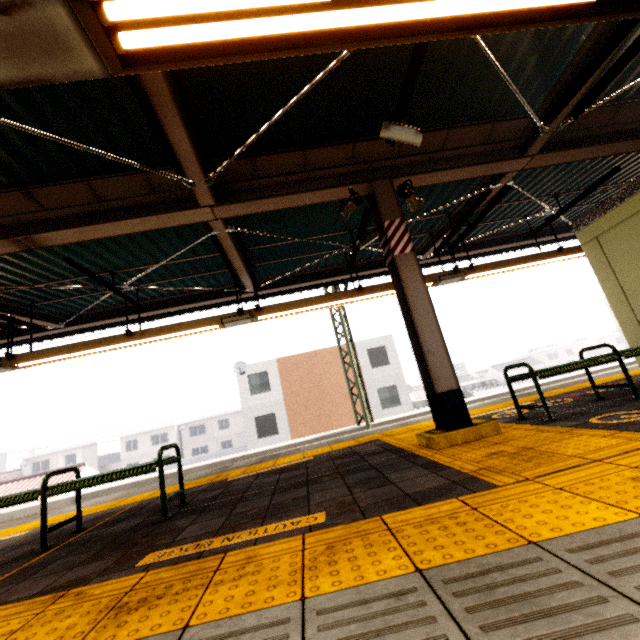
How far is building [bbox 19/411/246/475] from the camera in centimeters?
4316cm

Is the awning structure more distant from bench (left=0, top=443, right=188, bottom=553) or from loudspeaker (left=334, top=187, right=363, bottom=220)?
bench (left=0, top=443, right=188, bottom=553)

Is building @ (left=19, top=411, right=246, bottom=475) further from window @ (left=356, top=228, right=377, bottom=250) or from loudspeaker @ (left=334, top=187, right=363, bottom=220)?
loudspeaker @ (left=334, top=187, right=363, bottom=220)

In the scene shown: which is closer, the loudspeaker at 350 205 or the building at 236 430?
the loudspeaker at 350 205

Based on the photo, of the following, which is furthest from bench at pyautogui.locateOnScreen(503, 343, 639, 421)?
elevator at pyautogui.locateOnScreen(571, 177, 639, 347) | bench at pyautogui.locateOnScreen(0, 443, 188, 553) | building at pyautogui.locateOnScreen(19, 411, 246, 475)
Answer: building at pyautogui.locateOnScreen(19, 411, 246, 475)

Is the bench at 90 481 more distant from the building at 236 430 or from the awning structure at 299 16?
the building at 236 430

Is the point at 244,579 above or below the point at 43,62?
below

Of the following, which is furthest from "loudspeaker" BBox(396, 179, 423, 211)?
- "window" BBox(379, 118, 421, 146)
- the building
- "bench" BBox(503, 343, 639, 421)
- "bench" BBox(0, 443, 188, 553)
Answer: the building
